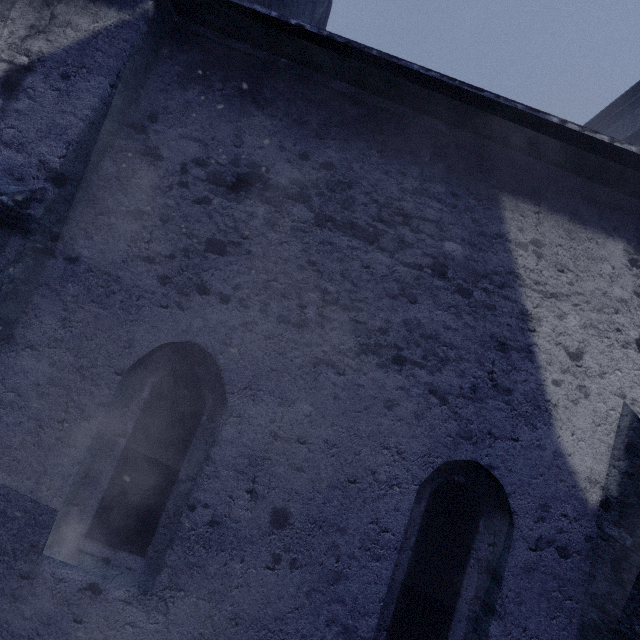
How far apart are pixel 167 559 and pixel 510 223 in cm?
456
